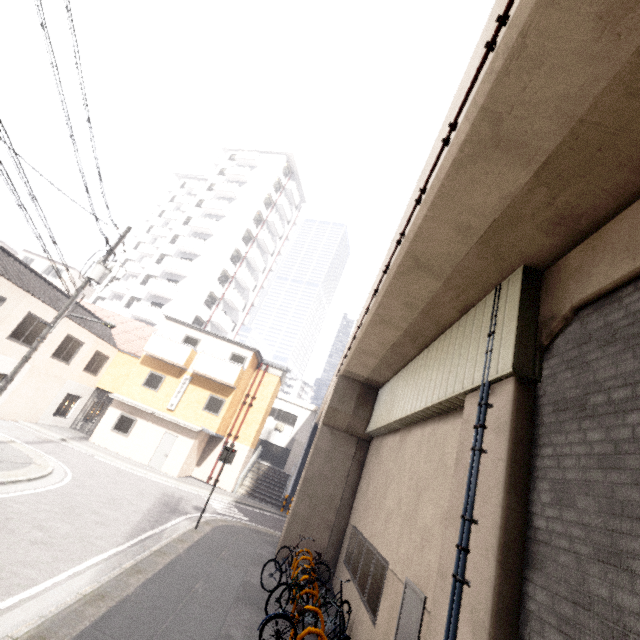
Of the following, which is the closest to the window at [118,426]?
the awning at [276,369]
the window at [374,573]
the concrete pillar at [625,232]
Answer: the awning at [276,369]

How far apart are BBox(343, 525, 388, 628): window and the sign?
5.02m

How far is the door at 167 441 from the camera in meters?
19.5 m

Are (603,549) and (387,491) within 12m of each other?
yes

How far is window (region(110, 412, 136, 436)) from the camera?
19.98m

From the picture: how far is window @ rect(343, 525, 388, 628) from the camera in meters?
7.0

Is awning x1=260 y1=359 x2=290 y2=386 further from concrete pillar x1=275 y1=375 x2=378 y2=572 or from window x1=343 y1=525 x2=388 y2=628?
window x1=343 y1=525 x2=388 y2=628

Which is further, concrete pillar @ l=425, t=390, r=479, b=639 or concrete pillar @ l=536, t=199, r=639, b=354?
concrete pillar @ l=425, t=390, r=479, b=639
